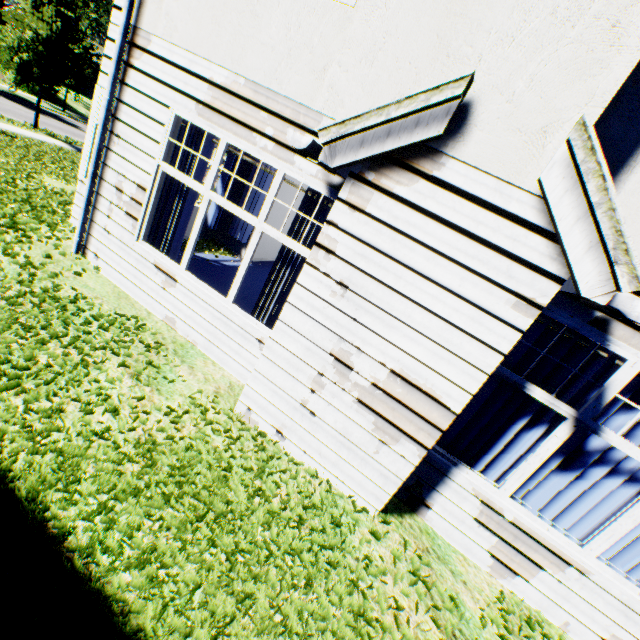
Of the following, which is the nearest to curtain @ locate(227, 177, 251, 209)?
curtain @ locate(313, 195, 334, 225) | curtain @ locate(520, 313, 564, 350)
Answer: curtain @ locate(313, 195, 334, 225)

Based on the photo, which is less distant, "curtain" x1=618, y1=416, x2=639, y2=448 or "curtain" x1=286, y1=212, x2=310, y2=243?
"curtain" x1=618, y1=416, x2=639, y2=448

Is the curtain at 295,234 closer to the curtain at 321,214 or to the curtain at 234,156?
the curtain at 321,214

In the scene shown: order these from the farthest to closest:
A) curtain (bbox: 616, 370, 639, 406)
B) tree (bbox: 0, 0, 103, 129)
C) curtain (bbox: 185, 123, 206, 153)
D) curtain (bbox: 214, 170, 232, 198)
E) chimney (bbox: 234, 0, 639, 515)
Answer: tree (bbox: 0, 0, 103, 129) → curtain (bbox: 214, 170, 232, 198) → curtain (bbox: 185, 123, 206, 153) → curtain (bbox: 616, 370, 639, 406) → chimney (bbox: 234, 0, 639, 515)

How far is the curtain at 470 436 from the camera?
3.5m

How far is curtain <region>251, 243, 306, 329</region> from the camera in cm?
429

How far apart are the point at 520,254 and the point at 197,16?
4.7 meters

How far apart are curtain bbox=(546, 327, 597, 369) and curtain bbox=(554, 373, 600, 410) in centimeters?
13cm
